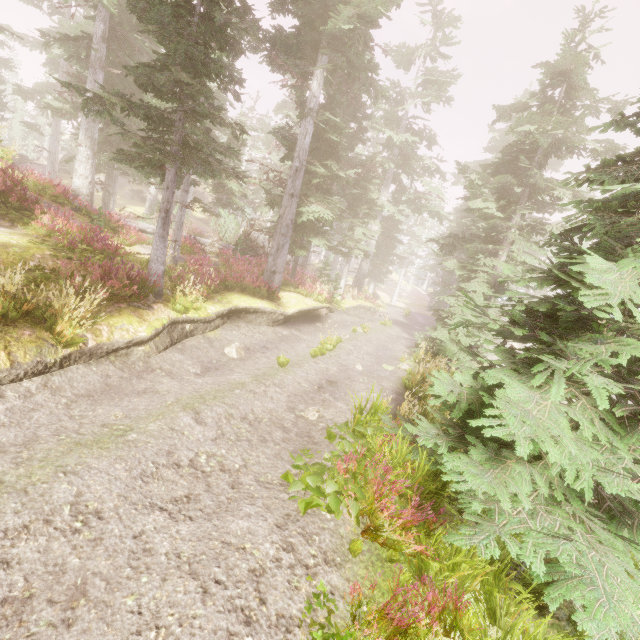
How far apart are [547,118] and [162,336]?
17.3m

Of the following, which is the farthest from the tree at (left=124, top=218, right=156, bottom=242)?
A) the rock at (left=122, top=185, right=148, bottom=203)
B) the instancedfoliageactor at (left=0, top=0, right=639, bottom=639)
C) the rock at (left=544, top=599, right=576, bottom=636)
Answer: the rock at (left=122, top=185, right=148, bottom=203)

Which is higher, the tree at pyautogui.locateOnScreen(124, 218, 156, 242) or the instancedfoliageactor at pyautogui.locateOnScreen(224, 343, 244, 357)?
the tree at pyautogui.locateOnScreen(124, 218, 156, 242)

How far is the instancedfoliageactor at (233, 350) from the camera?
10.6m

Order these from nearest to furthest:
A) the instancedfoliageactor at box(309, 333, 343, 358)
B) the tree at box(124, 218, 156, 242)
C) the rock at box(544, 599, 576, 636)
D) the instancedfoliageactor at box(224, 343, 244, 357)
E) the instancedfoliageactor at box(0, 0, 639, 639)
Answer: the instancedfoliageactor at box(0, 0, 639, 639), the rock at box(544, 599, 576, 636), the instancedfoliageactor at box(224, 343, 244, 357), the instancedfoliageactor at box(309, 333, 343, 358), the tree at box(124, 218, 156, 242)

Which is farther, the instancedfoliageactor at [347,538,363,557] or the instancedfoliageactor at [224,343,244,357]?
the instancedfoliageactor at [224,343,244,357]
